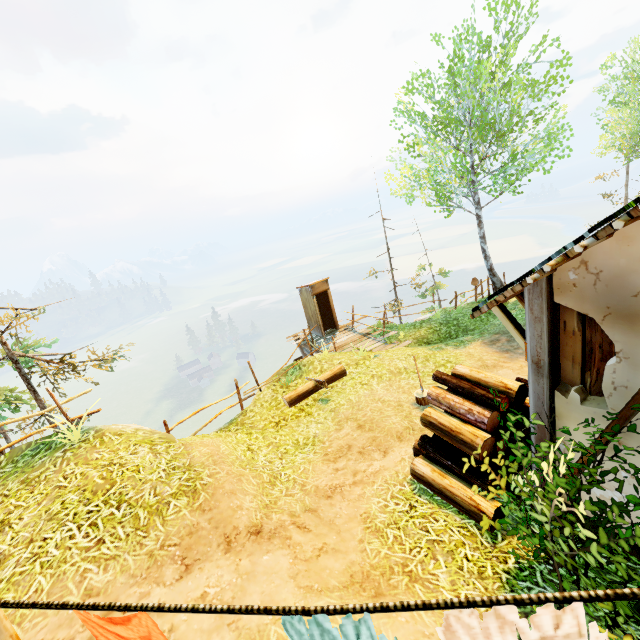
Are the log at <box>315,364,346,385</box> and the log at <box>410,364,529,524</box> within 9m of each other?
yes

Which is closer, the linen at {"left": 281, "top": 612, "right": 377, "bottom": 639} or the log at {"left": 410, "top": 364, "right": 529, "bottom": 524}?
the linen at {"left": 281, "top": 612, "right": 377, "bottom": 639}

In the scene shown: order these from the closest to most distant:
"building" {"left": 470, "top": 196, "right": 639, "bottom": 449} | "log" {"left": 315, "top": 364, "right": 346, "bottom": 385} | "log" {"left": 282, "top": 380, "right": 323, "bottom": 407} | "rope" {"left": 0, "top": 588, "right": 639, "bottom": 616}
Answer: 1. "rope" {"left": 0, "top": 588, "right": 639, "bottom": 616}
2. "building" {"left": 470, "top": 196, "right": 639, "bottom": 449}
3. "log" {"left": 282, "top": 380, "right": 323, "bottom": 407}
4. "log" {"left": 315, "top": 364, "right": 346, "bottom": 385}

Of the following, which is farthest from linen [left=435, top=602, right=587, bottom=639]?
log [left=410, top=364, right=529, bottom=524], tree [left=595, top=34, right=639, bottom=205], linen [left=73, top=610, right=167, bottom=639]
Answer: tree [left=595, top=34, right=639, bottom=205]

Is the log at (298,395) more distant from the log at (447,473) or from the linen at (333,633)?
the linen at (333,633)

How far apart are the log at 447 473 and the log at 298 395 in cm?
444

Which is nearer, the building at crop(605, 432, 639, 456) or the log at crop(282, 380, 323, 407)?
the building at crop(605, 432, 639, 456)

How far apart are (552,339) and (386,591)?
3.3 meters
